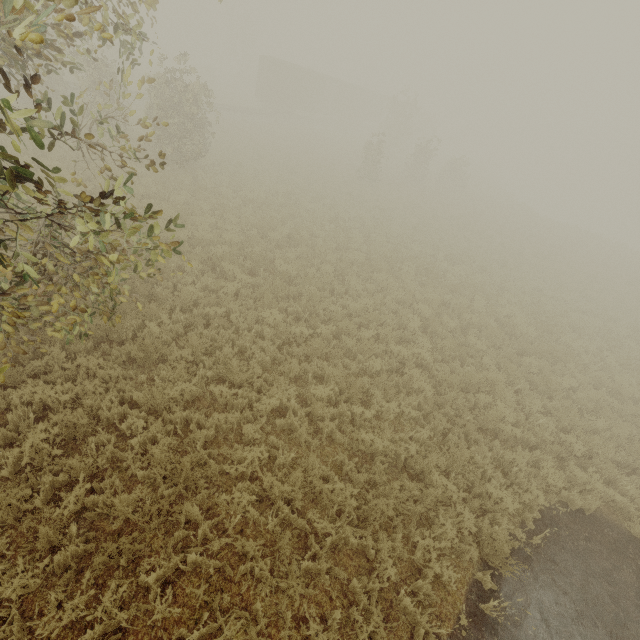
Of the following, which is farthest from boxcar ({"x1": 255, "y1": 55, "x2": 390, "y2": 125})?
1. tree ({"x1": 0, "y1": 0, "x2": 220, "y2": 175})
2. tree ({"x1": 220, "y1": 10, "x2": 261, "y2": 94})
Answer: tree ({"x1": 220, "y1": 10, "x2": 261, "y2": 94})

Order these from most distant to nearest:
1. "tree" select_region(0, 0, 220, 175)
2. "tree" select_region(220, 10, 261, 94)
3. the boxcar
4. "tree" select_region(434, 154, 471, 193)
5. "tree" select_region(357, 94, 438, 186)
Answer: "tree" select_region(220, 10, 261, 94)
the boxcar
"tree" select_region(434, 154, 471, 193)
"tree" select_region(357, 94, 438, 186)
"tree" select_region(0, 0, 220, 175)

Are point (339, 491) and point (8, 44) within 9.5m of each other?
yes

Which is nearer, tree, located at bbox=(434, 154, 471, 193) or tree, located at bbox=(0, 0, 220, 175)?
tree, located at bbox=(0, 0, 220, 175)

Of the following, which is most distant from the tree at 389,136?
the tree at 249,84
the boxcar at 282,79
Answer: the tree at 249,84

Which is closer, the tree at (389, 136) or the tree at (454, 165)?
the tree at (389, 136)

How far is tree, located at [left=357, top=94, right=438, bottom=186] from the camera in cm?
2311
